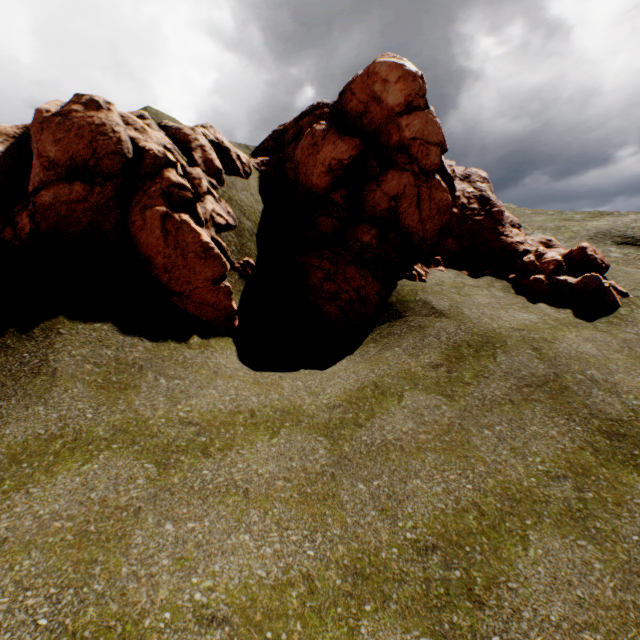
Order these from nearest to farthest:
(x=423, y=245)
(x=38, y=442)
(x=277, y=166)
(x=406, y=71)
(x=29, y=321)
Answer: (x=38, y=442) → (x=29, y=321) → (x=406, y=71) → (x=423, y=245) → (x=277, y=166)
